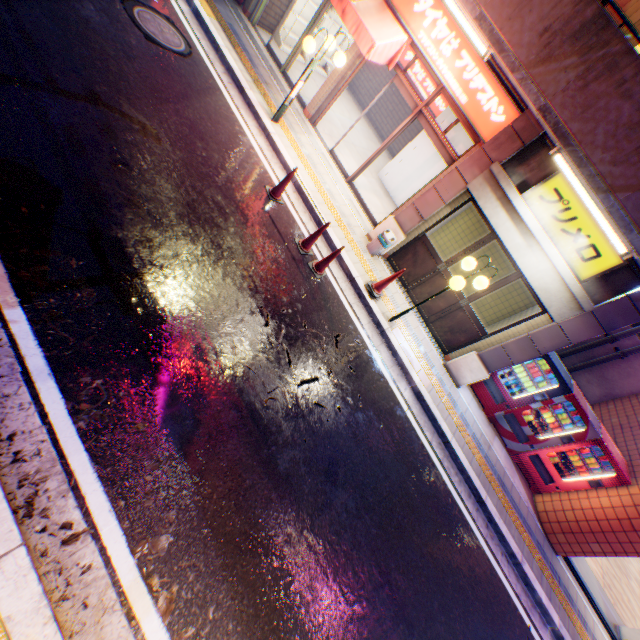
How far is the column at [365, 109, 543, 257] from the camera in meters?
6.3

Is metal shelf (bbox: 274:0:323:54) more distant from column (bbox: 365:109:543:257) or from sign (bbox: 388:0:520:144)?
column (bbox: 365:109:543:257)

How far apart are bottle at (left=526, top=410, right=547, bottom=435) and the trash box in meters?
5.7 m

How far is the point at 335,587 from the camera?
4.0 meters

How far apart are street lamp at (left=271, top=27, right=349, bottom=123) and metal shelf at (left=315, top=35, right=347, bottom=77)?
4.5 meters

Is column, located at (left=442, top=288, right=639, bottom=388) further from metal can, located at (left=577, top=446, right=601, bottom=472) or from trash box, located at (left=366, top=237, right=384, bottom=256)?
trash box, located at (left=366, top=237, right=384, bottom=256)

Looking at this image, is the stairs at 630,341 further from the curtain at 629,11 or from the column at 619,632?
the curtain at 629,11

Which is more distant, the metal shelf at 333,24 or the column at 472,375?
the metal shelf at 333,24
